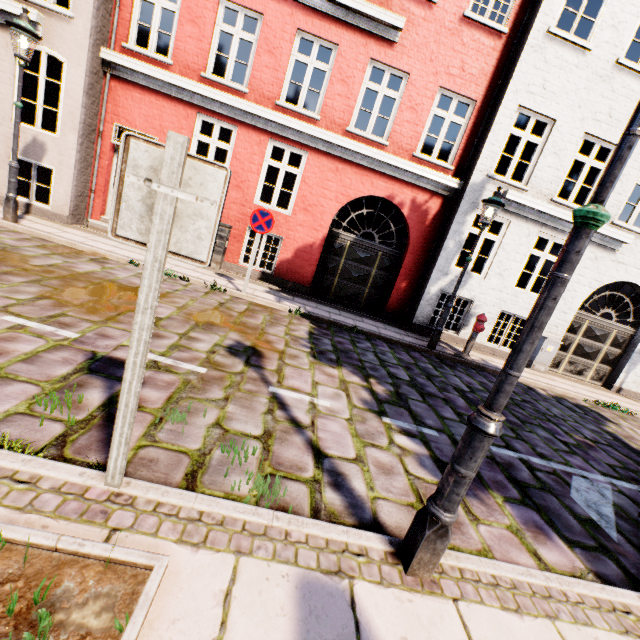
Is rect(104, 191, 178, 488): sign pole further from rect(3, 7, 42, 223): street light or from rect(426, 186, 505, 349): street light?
rect(3, 7, 42, 223): street light

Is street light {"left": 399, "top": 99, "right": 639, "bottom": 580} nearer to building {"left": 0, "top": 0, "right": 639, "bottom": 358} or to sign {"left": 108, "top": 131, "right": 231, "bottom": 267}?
sign {"left": 108, "top": 131, "right": 231, "bottom": 267}

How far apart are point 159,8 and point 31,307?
8.7 meters

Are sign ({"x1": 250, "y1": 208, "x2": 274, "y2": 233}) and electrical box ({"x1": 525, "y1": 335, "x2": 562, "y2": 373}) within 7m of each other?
no

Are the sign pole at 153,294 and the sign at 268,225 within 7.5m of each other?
yes

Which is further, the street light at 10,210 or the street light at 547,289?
the street light at 10,210

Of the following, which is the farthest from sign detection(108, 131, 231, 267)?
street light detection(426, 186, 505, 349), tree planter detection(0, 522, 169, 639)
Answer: street light detection(426, 186, 505, 349)

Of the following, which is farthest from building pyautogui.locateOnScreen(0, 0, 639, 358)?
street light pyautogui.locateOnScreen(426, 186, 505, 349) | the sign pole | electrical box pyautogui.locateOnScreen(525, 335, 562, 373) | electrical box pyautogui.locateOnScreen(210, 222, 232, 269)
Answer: electrical box pyautogui.locateOnScreen(210, 222, 232, 269)
